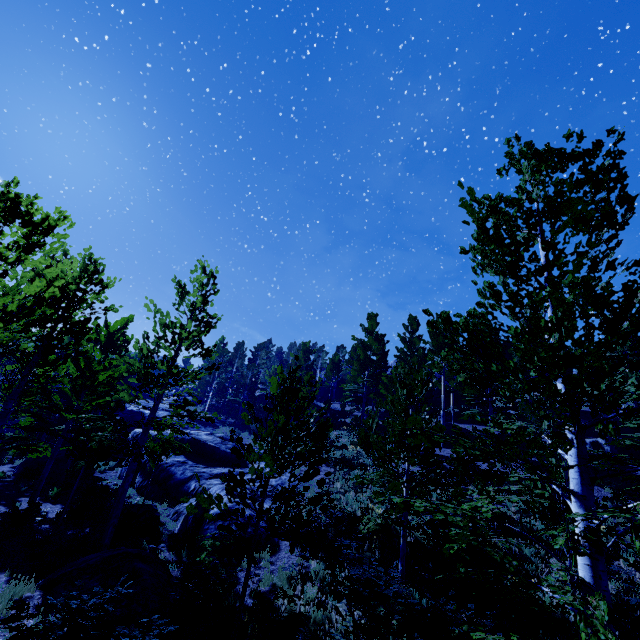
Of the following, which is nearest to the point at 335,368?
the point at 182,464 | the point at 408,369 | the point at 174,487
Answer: the point at 408,369

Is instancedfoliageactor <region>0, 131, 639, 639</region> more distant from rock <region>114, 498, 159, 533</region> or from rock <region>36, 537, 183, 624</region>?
rock <region>114, 498, 159, 533</region>

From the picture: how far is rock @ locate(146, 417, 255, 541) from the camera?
12.1 meters

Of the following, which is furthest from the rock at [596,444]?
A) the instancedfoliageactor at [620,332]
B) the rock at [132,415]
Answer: the rock at [132,415]

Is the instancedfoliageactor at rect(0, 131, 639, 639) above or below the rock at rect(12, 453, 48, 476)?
above

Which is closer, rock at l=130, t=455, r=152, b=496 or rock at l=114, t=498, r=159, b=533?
rock at l=114, t=498, r=159, b=533

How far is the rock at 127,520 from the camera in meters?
12.0 m

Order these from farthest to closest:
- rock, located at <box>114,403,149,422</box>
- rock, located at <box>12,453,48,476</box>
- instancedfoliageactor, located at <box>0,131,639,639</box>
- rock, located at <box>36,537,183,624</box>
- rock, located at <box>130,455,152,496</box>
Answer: rock, located at <box>114,403,149,422</box>, rock, located at <box>12,453,48,476</box>, rock, located at <box>130,455,152,496</box>, rock, located at <box>36,537,183,624</box>, instancedfoliageactor, located at <box>0,131,639,639</box>
